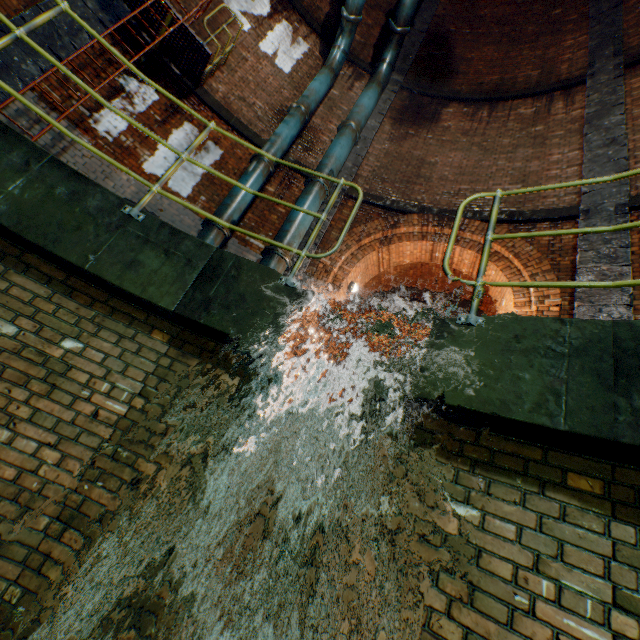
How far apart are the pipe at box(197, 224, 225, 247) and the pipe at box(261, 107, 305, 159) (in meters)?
2.11

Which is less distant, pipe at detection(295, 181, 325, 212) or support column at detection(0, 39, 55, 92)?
support column at detection(0, 39, 55, 92)

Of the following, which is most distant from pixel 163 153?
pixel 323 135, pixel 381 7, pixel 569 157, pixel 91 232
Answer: pixel 381 7

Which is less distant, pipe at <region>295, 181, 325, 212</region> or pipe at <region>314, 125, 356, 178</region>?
pipe at <region>295, 181, 325, 212</region>

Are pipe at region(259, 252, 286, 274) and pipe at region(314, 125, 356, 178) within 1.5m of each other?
no

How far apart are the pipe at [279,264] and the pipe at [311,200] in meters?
0.1 m

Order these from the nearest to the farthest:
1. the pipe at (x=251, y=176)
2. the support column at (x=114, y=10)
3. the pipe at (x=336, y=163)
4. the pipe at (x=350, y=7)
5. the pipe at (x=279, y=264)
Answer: the support column at (x=114, y=10)
the pipe at (x=279, y=264)
the pipe at (x=251, y=176)
the pipe at (x=336, y=163)
the pipe at (x=350, y=7)

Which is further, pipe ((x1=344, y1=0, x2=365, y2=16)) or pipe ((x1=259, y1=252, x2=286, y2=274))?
pipe ((x1=344, y1=0, x2=365, y2=16))
